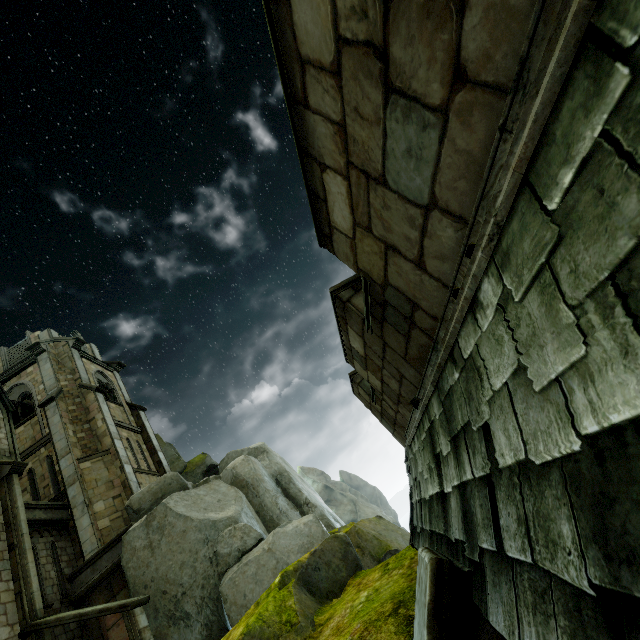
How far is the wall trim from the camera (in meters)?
13.03

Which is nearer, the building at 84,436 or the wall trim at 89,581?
the building at 84,436

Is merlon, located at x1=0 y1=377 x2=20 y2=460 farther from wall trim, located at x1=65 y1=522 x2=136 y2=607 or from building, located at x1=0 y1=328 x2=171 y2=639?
wall trim, located at x1=65 y1=522 x2=136 y2=607

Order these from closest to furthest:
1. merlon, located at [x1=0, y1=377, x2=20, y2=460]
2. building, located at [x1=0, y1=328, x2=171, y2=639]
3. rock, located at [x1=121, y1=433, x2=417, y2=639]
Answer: rock, located at [x1=121, y1=433, x2=417, y2=639]
building, located at [x1=0, y1=328, x2=171, y2=639]
merlon, located at [x1=0, y1=377, x2=20, y2=460]

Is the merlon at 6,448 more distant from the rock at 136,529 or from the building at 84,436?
the rock at 136,529

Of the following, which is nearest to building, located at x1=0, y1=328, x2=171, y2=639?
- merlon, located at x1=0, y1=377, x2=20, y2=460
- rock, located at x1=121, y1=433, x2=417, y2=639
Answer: rock, located at x1=121, y1=433, x2=417, y2=639

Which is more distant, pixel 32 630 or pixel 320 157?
pixel 32 630
